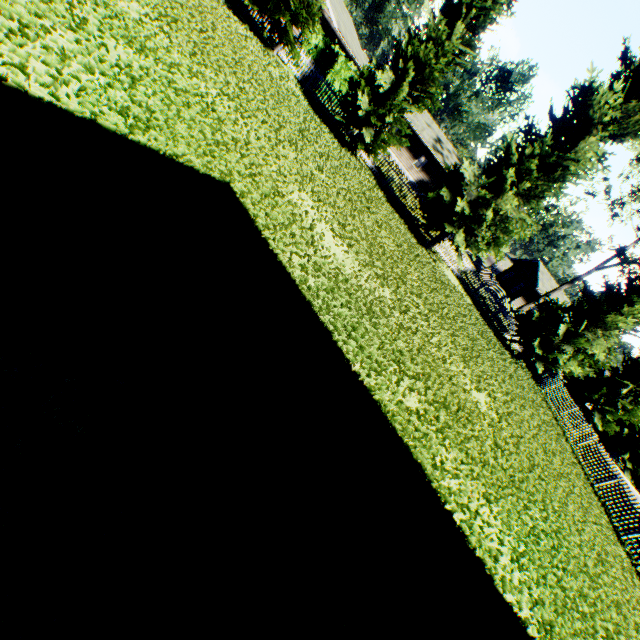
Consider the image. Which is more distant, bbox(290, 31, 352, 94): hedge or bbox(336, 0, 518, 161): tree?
bbox(290, 31, 352, 94): hedge

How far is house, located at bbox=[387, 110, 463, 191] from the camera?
37.0 meters

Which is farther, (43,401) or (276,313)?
(276,313)

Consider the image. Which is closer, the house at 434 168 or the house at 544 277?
the house at 434 168

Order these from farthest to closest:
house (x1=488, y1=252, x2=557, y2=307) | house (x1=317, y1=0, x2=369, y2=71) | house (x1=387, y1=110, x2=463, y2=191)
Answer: house (x1=488, y1=252, x2=557, y2=307), house (x1=387, y1=110, x2=463, y2=191), house (x1=317, y1=0, x2=369, y2=71)

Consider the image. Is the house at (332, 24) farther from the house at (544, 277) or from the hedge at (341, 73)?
the house at (544, 277)

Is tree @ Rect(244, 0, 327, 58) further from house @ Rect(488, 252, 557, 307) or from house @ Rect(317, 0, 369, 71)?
house @ Rect(317, 0, 369, 71)

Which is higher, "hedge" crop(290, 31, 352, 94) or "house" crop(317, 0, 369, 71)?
"house" crop(317, 0, 369, 71)
